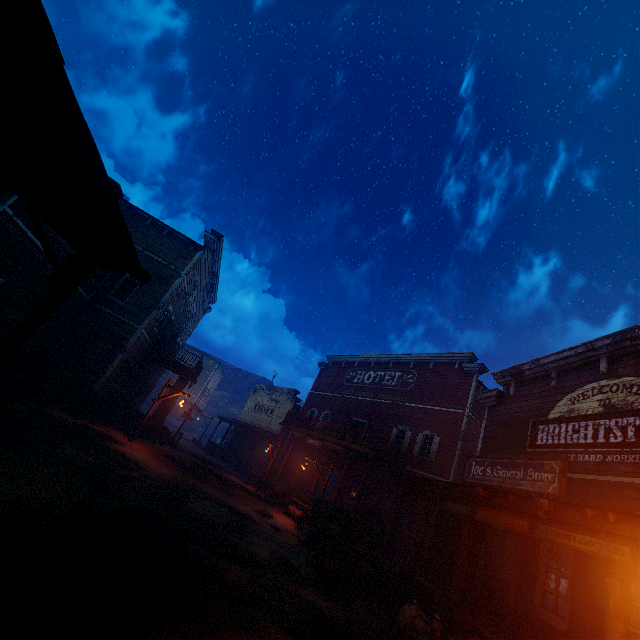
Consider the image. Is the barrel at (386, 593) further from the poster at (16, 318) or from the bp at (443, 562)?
the poster at (16, 318)

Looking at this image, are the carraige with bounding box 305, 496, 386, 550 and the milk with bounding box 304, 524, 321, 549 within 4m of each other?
yes

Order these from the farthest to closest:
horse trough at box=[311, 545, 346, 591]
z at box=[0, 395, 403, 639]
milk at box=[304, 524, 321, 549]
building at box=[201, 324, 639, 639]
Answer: milk at box=[304, 524, 321, 549] → horse trough at box=[311, 545, 346, 591] → building at box=[201, 324, 639, 639] → z at box=[0, 395, 403, 639]

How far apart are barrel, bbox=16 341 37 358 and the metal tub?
15.22m

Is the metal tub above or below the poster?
below

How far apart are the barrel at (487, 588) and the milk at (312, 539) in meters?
5.3 m

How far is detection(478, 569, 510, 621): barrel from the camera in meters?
9.5

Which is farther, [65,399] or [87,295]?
[87,295]
